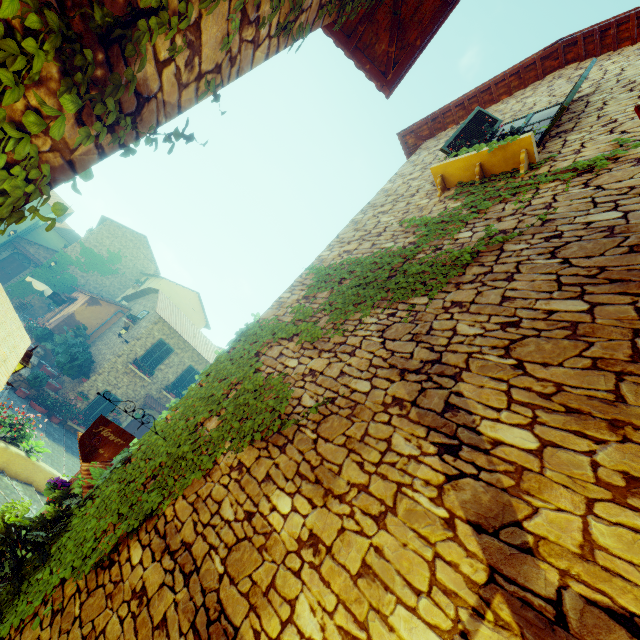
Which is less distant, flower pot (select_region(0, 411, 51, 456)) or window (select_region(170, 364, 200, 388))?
flower pot (select_region(0, 411, 51, 456))

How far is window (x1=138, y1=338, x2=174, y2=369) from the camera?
18.2m

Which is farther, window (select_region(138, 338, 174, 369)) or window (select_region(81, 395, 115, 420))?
window (select_region(138, 338, 174, 369))

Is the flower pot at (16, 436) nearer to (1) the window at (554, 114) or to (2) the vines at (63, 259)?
(1) the window at (554, 114)

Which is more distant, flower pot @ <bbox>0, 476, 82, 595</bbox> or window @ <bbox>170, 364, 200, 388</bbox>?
window @ <bbox>170, 364, 200, 388</bbox>

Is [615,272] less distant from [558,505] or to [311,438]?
[558,505]

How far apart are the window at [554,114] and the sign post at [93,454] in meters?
6.2

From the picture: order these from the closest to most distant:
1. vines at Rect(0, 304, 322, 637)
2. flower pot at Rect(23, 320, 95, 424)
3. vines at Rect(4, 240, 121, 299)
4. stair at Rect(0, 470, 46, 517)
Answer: vines at Rect(0, 304, 322, 637) < stair at Rect(0, 470, 46, 517) < flower pot at Rect(23, 320, 95, 424) < vines at Rect(4, 240, 121, 299)
